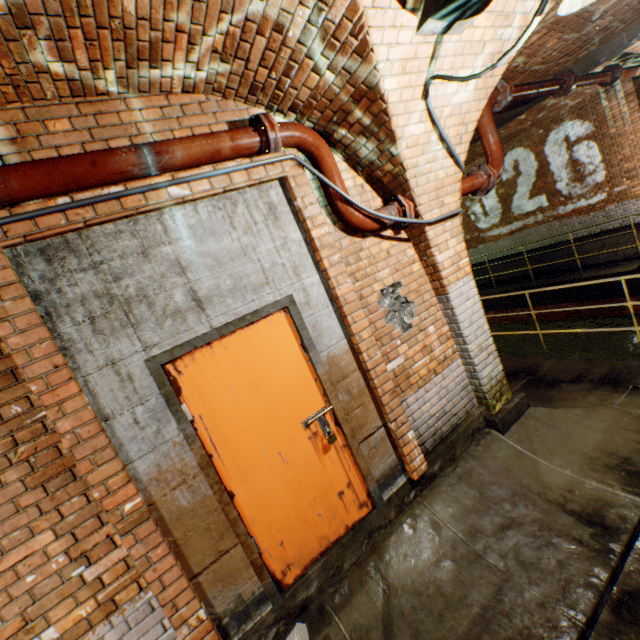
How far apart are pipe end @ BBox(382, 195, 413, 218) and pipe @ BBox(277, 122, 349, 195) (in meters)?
0.01

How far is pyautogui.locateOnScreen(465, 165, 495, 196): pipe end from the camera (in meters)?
4.02

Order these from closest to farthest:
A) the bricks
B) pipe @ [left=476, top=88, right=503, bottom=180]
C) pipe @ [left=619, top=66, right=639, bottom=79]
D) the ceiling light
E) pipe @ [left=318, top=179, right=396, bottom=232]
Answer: the ceiling light, the bricks, pipe @ [left=318, top=179, right=396, bottom=232], pipe @ [left=476, top=88, right=503, bottom=180], pipe @ [left=619, top=66, right=639, bottom=79]

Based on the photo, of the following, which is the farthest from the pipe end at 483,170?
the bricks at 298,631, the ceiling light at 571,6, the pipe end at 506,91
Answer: the bricks at 298,631

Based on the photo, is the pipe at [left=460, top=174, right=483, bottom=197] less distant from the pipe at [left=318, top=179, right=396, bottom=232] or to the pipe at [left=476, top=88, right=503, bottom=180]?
the pipe at [left=476, top=88, right=503, bottom=180]

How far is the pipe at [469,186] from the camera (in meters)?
3.88

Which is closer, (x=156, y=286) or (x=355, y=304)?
(x=156, y=286)

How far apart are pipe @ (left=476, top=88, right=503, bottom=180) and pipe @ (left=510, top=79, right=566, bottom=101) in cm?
18
